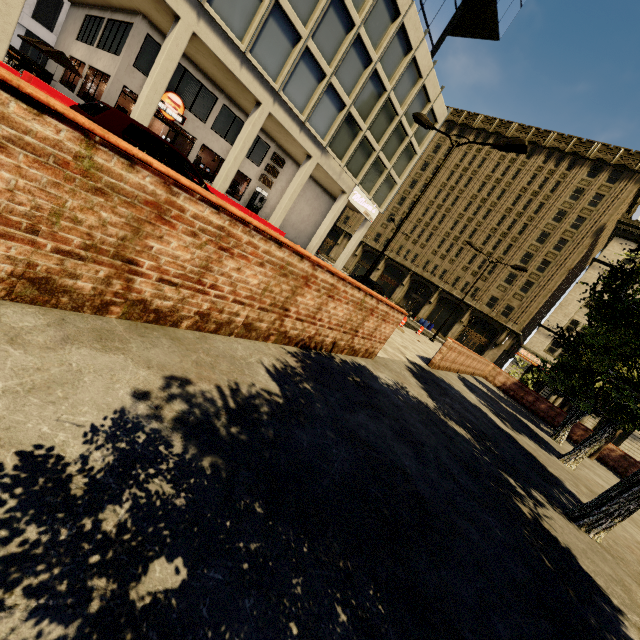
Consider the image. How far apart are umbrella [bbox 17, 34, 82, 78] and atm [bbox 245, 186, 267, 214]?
11.7 meters

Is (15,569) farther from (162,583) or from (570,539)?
(570,539)

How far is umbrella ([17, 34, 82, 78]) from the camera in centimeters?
1703cm

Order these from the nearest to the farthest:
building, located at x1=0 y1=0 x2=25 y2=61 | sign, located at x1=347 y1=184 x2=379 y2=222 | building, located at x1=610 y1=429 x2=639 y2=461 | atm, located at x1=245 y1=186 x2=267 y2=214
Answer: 1. building, located at x1=0 y1=0 x2=25 y2=61
2. atm, located at x1=245 y1=186 x2=267 y2=214
3. sign, located at x1=347 y1=184 x2=379 y2=222
4. building, located at x1=610 y1=429 x2=639 y2=461

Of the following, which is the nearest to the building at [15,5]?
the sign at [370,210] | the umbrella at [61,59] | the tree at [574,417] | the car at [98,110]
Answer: the sign at [370,210]

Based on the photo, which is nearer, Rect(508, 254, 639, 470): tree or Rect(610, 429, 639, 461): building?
Rect(508, 254, 639, 470): tree

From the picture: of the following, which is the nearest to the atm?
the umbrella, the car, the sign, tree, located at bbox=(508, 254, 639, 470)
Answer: the sign

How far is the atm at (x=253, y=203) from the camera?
25.1 meters
